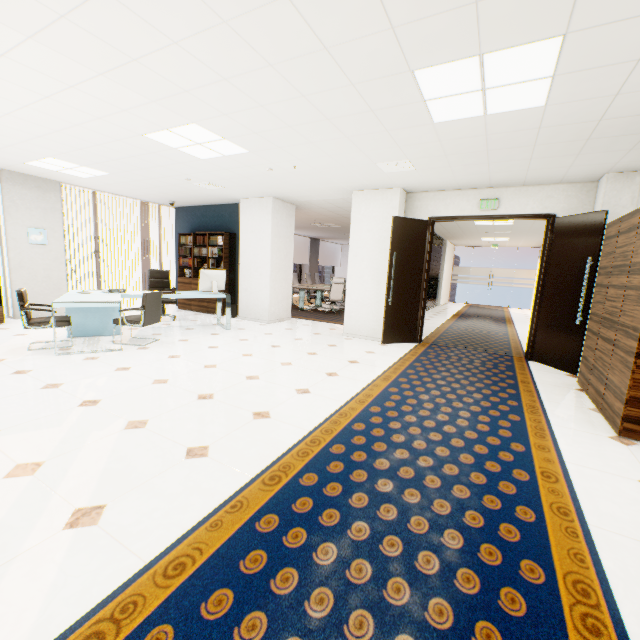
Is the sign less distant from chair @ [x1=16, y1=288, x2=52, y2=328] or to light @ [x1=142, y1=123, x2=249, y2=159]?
light @ [x1=142, y1=123, x2=249, y2=159]

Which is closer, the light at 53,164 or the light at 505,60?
the light at 505,60

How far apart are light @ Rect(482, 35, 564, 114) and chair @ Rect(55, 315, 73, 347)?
5.43m

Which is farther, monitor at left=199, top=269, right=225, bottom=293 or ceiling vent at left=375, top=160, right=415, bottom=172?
monitor at left=199, top=269, right=225, bottom=293

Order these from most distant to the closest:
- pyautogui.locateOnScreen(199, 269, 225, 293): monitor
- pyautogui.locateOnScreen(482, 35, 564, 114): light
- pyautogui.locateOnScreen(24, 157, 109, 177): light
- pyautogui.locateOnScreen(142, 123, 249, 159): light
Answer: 1. pyautogui.locateOnScreen(199, 269, 225, 293): monitor
2. pyautogui.locateOnScreen(24, 157, 109, 177): light
3. pyautogui.locateOnScreen(142, 123, 249, 159): light
4. pyautogui.locateOnScreen(482, 35, 564, 114): light

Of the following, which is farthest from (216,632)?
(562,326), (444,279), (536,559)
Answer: (444,279)

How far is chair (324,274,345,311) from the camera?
9.8 meters

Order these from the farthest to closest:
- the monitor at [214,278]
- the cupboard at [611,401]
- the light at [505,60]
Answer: the monitor at [214,278] < the cupboard at [611,401] < the light at [505,60]
